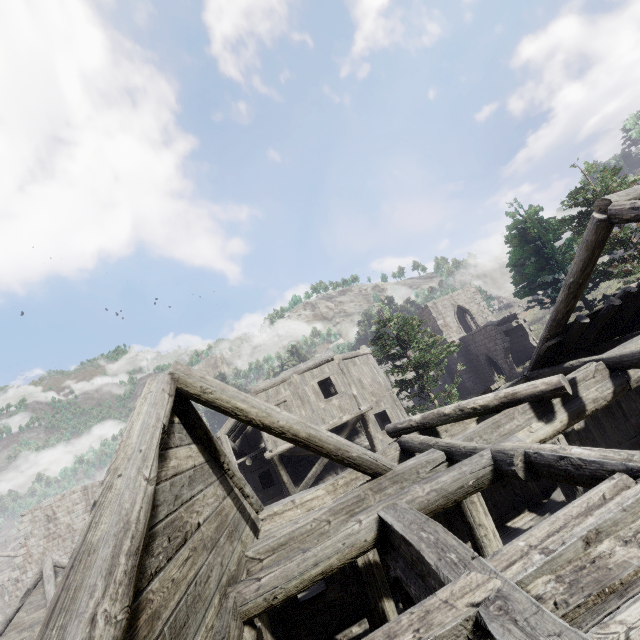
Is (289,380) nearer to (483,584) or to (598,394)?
(598,394)
